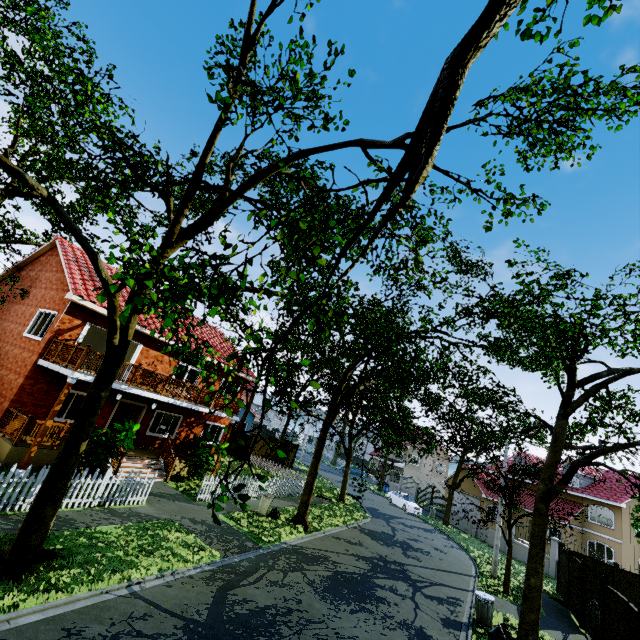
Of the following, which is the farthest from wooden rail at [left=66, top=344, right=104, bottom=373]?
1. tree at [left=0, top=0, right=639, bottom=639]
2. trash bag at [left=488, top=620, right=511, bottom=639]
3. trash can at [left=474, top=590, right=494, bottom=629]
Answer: trash bag at [left=488, top=620, right=511, bottom=639]

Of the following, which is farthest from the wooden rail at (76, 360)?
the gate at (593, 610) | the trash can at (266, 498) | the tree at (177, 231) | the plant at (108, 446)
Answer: the gate at (593, 610)

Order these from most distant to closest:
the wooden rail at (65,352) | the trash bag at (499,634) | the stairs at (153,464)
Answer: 1. the stairs at (153,464)
2. the wooden rail at (65,352)
3. the trash bag at (499,634)

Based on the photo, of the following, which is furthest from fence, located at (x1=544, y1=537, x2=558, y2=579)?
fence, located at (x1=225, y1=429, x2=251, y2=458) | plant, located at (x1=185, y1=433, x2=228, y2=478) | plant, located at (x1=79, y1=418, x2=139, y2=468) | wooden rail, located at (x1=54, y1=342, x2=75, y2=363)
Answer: plant, located at (x1=79, y1=418, x2=139, y2=468)

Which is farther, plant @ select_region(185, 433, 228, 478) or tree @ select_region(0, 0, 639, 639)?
plant @ select_region(185, 433, 228, 478)

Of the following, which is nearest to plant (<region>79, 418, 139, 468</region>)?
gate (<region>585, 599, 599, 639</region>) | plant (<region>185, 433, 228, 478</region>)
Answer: plant (<region>185, 433, 228, 478</region>)

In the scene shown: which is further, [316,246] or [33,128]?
[33,128]

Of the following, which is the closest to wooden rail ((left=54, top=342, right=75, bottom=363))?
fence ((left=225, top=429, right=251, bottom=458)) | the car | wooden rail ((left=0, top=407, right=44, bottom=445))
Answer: wooden rail ((left=0, top=407, right=44, bottom=445))
